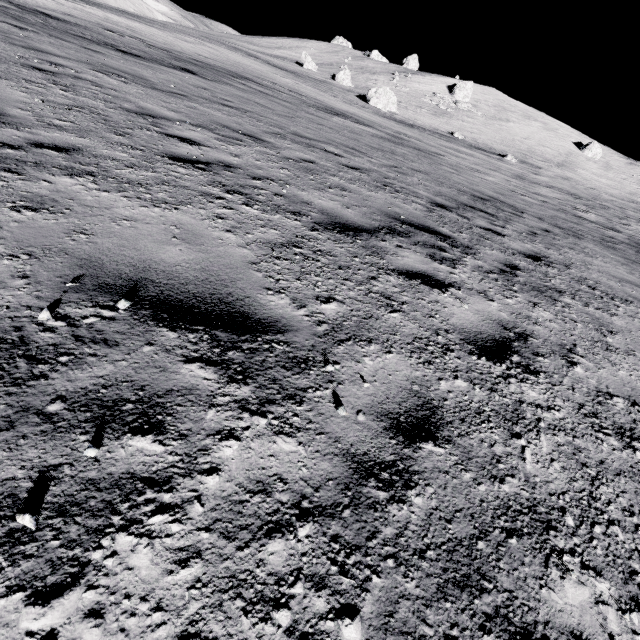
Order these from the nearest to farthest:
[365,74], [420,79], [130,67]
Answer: [130,67] < [365,74] < [420,79]

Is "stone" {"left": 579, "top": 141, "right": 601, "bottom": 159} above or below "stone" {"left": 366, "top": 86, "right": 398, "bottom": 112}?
above

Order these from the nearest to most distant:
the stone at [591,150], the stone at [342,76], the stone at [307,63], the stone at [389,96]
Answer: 1. the stone at [389,96]
2. the stone at [342,76]
3. the stone at [307,63]
4. the stone at [591,150]

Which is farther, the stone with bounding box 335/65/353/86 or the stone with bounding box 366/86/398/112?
the stone with bounding box 335/65/353/86

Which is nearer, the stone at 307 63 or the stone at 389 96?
the stone at 389 96

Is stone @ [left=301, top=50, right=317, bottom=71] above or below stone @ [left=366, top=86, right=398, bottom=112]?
above

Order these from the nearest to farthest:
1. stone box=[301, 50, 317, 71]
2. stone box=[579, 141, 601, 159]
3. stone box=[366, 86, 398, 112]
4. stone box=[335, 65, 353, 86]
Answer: stone box=[366, 86, 398, 112] < stone box=[335, 65, 353, 86] < stone box=[301, 50, 317, 71] < stone box=[579, 141, 601, 159]

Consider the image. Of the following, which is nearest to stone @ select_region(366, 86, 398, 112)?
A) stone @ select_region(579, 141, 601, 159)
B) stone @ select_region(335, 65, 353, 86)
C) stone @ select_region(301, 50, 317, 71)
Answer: stone @ select_region(335, 65, 353, 86)
